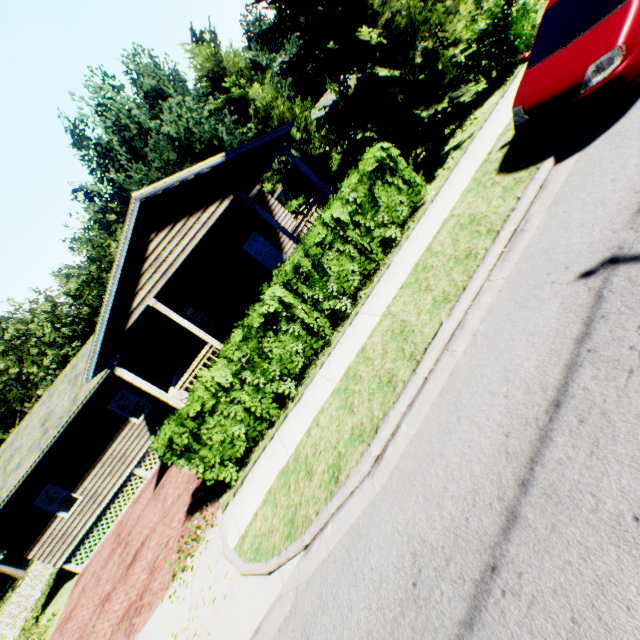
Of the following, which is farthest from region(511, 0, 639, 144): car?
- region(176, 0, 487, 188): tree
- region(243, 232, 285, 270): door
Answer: region(243, 232, 285, 270): door

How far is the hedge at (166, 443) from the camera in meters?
7.4

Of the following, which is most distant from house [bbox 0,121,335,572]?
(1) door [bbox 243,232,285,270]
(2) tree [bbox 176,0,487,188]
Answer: (2) tree [bbox 176,0,487,188]

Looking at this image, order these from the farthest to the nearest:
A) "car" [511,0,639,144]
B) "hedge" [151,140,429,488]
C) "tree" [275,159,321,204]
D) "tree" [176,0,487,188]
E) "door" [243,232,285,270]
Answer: "tree" [275,159,321,204] → "door" [243,232,285,270] → "tree" [176,0,487,188] → "hedge" [151,140,429,488] → "car" [511,0,639,144]

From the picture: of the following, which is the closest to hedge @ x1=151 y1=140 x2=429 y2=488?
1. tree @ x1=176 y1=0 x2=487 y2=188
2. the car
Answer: tree @ x1=176 y1=0 x2=487 y2=188

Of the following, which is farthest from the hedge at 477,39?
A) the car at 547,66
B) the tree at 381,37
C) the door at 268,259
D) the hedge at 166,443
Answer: the door at 268,259

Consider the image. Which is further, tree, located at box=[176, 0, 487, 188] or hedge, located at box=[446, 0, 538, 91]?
hedge, located at box=[446, 0, 538, 91]

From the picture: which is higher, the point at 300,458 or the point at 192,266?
the point at 192,266
